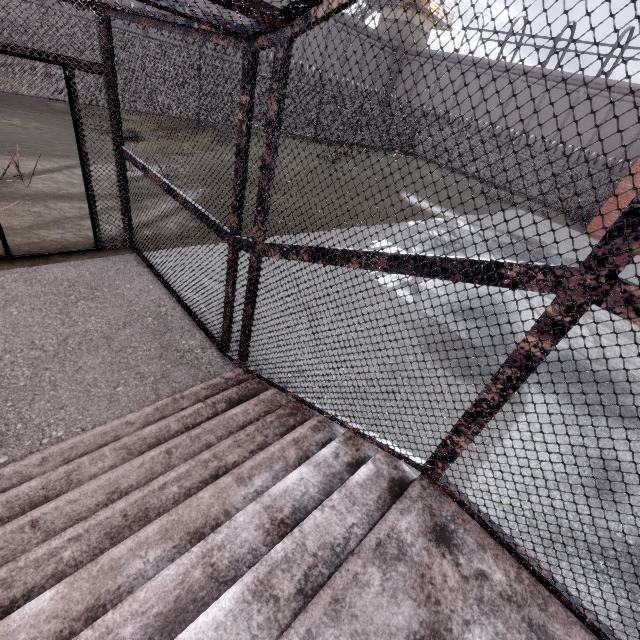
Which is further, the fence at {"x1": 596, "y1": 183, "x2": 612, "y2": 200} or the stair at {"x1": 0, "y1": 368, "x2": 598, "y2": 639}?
the fence at {"x1": 596, "y1": 183, "x2": 612, "y2": 200}

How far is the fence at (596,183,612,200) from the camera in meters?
20.5 m

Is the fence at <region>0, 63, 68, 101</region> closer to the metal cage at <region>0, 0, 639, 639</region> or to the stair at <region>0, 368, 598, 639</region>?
the metal cage at <region>0, 0, 639, 639</region>

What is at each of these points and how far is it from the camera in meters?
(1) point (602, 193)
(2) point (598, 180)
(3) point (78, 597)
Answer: (1) fence, 20.9 m
(2) fence, 20.8 m
(3) stair, 1.6 m

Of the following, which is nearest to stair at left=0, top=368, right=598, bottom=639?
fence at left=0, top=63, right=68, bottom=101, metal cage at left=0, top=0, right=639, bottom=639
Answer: metal cage at left=0, top=0, right=639, bottom=639

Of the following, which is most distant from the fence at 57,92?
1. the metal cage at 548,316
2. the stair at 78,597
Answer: the stair at 78,597
